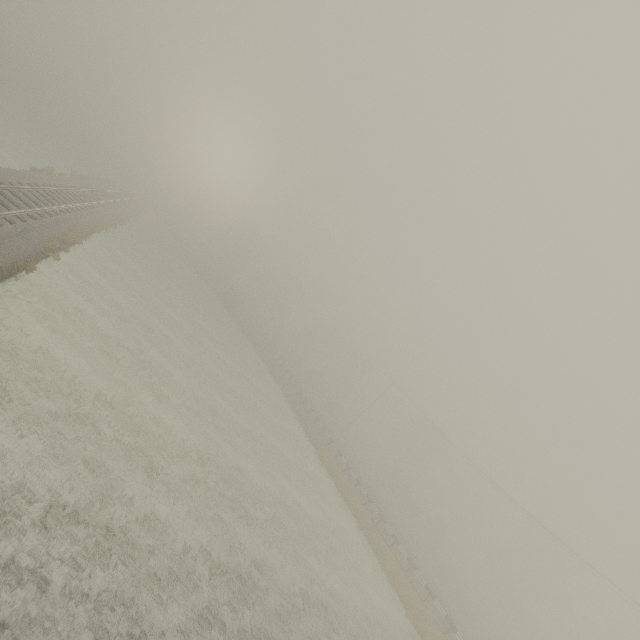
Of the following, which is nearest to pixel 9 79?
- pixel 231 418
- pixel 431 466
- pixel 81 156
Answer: pixel 81 156
